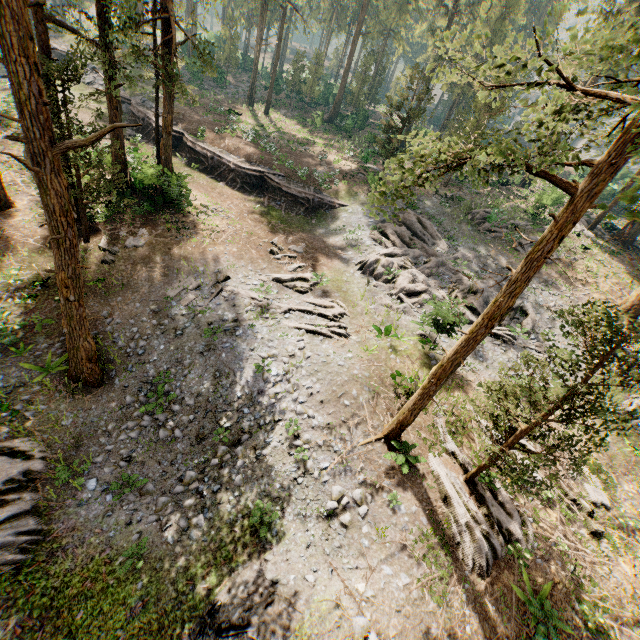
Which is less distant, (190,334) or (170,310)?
(190,334)

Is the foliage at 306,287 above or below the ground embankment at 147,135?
below

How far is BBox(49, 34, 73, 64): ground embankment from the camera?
39.8m

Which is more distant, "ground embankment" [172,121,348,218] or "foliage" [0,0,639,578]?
"ground embankment" [172,121,348,218]

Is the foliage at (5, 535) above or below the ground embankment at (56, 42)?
below

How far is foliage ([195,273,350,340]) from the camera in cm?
1752

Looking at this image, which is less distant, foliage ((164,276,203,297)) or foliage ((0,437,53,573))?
foliage ((0,437,53,573))

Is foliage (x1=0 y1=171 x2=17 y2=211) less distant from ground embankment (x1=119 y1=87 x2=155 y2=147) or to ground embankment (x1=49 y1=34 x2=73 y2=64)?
ground embankment (x1=119 y1=87 x2=155 y2=147)
